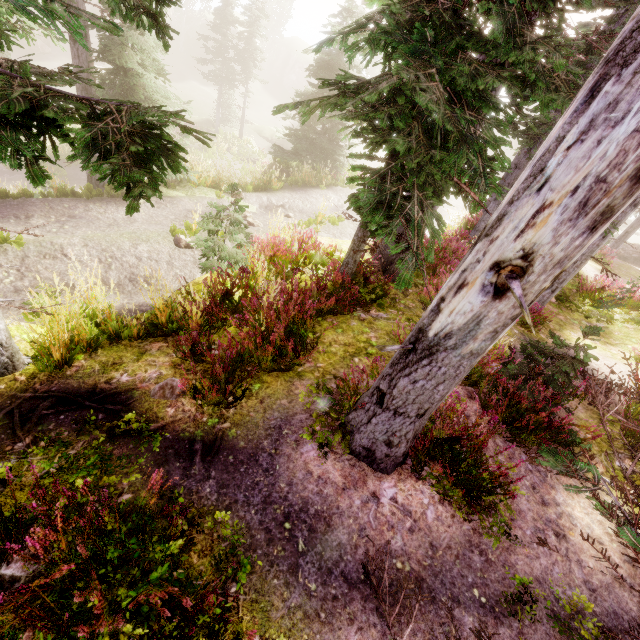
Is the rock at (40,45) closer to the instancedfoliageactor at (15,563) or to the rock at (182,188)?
the instancedfoliageactor at (15,563)

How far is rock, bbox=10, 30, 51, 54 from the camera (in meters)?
29.20

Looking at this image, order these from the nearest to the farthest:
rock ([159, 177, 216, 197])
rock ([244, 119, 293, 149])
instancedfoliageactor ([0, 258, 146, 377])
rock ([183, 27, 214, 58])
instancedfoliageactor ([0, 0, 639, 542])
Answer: instancedfoliageactor ([0, 0, 639, 542])
instancedfoliageactor ([0, 258, 146, 377])
rock ([159, 177, 216, 197])
rock ([244, 119, 293, 149])
rock ([183, 27, 214, 58])

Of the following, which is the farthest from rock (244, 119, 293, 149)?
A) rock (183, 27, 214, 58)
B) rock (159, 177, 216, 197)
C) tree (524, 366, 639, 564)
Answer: tree (524, 366, 639, 564)

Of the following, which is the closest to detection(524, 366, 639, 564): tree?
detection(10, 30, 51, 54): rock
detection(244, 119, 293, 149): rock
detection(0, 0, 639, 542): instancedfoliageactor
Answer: detection(0, 0, 639, 542): instancedfoliageactor

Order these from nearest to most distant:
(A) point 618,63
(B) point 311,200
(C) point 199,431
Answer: (A) point 618,63 < (C) point 199,431 < (B) point 311,200

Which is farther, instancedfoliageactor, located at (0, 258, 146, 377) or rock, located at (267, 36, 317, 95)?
rock, located at (267, 36, 317, 95)

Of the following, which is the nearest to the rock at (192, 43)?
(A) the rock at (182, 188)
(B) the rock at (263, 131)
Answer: (B) the rock at (263, 131)
